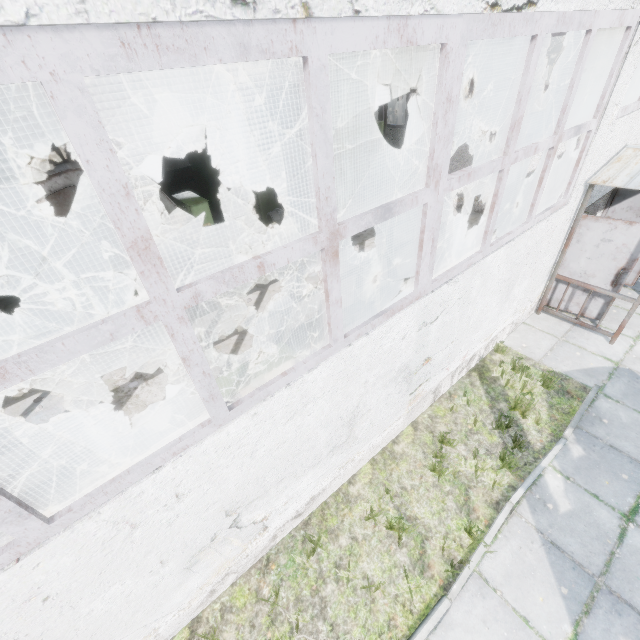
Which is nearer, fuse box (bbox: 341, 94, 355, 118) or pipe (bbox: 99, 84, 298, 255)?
pipe (bbox: 99, 84, 298, 255)

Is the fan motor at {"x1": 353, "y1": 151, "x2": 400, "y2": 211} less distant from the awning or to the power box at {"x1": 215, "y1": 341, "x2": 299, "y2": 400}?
the awning

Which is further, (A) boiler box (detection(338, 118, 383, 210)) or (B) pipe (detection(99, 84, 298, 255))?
(A) boiler box (detection(338, 118, 383, 210))

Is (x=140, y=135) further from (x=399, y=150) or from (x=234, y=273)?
(x=234, y=273)

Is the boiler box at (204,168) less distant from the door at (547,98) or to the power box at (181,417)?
the power box at (181,417)

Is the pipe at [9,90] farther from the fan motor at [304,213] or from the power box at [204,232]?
the power box at [204,232]

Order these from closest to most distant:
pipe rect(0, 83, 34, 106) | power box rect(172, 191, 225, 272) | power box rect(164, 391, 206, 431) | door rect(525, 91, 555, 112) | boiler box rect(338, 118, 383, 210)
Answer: power box rect(164, 391, 206, 431) → power box rect(172, 191, 225, 272) → pipe rect(0, 83, 34, 106) → boiler box rect(338, 118, 383, 210) → door rect(525, 91, 555, 112)

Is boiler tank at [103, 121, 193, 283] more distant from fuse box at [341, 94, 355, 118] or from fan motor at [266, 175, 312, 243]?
fuse box at [341, 94, 355, 118]
